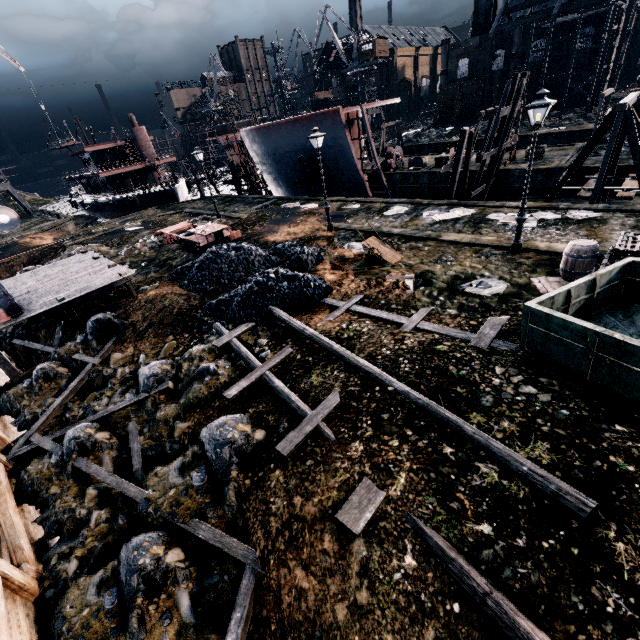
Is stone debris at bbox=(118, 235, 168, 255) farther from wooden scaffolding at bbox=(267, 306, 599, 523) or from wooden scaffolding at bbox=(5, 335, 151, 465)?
wooden scaffolding at bbox=(267, 306, 599, 523)

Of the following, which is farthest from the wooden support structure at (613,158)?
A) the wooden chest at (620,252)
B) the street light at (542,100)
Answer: the wooden chest at (620,252)

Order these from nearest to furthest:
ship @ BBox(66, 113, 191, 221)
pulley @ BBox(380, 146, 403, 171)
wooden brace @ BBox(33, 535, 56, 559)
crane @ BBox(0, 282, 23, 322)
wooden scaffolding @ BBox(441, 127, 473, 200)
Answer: wooden brace @ BBox(33, 535, 56, 559) < crane @ BBox(0, 282, 23, 322) < wooden scaffolding @ BBox(441, 127, 473, 200) < pulley @ BBox(380, 146, 403, 171) < ship @ BBox(66, 113, 191, 221)

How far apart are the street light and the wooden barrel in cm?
Answer: 223

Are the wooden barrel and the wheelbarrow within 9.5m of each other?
yes

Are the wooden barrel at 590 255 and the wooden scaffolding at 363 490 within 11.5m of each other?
yes

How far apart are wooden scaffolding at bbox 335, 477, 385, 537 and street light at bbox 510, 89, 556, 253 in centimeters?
1229cm

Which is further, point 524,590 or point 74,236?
point 74,236
